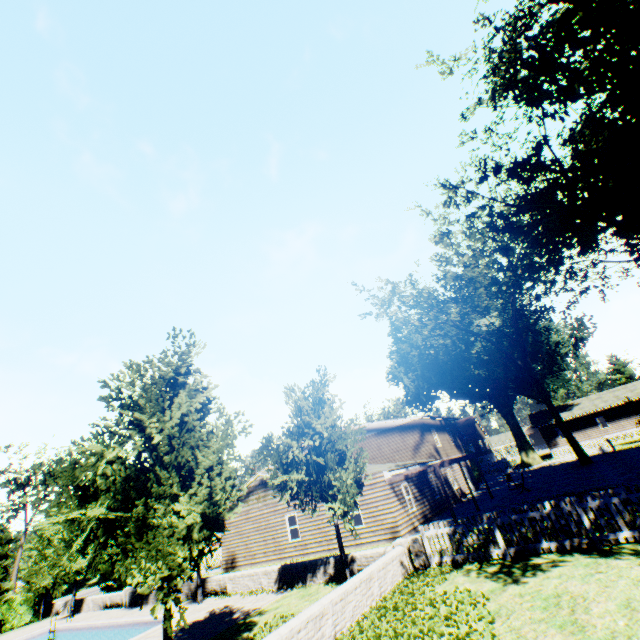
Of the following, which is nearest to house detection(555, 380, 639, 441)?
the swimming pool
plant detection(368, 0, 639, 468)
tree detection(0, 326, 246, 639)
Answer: plant detection(368, 0, 639, 468)

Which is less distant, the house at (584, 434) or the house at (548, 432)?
the house at (584, 434)

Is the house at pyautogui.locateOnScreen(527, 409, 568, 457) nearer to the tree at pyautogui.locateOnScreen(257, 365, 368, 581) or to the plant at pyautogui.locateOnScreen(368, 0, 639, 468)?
the plant at pyautogui.locateOnScreen(368, 0, 639, 468)

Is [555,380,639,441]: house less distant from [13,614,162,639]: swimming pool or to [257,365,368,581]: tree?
[257,365,368,581]: tree

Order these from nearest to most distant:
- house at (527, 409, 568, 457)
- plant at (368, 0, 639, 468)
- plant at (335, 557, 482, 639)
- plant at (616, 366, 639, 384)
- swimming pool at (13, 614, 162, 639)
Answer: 1. plant at (335, 557, 482, 639)
2. plant at (368, 0, 639, 468)
3. swimming pool at (13, 614, 162, 639)
4. house at (527, 409, 568, 457)
5. plant at (616, 366, 639, 384)

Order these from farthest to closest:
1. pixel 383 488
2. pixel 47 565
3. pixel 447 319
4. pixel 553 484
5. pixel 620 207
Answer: pixel 447 319 → pixel 47 565 → pixel 553 484 → pixel 383 488 → pixel 620 207

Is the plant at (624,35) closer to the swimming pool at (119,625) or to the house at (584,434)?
the house at (584,434)
